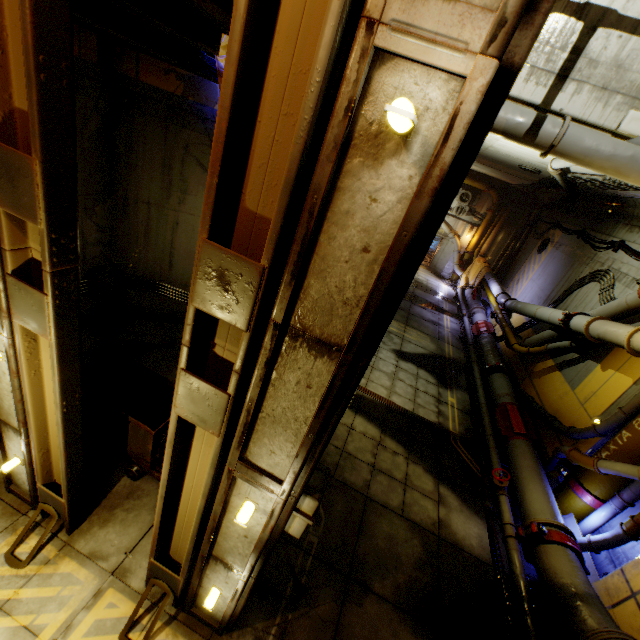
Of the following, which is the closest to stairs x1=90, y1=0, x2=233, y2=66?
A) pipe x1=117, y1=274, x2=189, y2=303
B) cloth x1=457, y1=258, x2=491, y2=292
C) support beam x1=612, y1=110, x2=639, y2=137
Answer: support beam x1=612, y1=110, x2=639, y2=137

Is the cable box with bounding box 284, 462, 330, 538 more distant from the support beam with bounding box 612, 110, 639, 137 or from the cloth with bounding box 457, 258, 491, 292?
the cloth with bounding box 457, 258, 491, 292

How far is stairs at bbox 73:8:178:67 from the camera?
3.2 meters

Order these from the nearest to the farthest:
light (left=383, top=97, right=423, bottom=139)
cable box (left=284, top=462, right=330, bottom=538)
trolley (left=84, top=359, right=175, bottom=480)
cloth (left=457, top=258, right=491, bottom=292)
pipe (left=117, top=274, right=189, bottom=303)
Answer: light (left=383, top=97, right=423, bottom=139), cable box (left=284, top=462, right=330, bottom=538), trolley (left=84, top=359, right=175, bottom=480), pipe (left=117, top=274, right=189, bottom=303), cloth (left=457, top=258, right=491, bottom=292)

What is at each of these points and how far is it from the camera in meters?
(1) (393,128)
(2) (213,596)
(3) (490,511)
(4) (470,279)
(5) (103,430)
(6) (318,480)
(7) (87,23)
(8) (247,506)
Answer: (1) light, 1.4
(2) light, 3.6
(3) cable, 6.9
(4) cloth, 20.9
(5) trolley, 4.9
(6) cable box, 2.8
(7) stairs, 3.6
(8) light, 2.8

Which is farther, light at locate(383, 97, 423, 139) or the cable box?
the cable box

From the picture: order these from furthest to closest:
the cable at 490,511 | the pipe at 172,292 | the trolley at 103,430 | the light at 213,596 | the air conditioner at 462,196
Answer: the air conditioner at 462,196 < the pipe at 172,292 < the cable at 490,511 < the trolley at 103,430 < the light at 213,596

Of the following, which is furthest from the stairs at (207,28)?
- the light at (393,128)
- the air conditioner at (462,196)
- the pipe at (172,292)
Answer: the air conditioner at (462,196)
